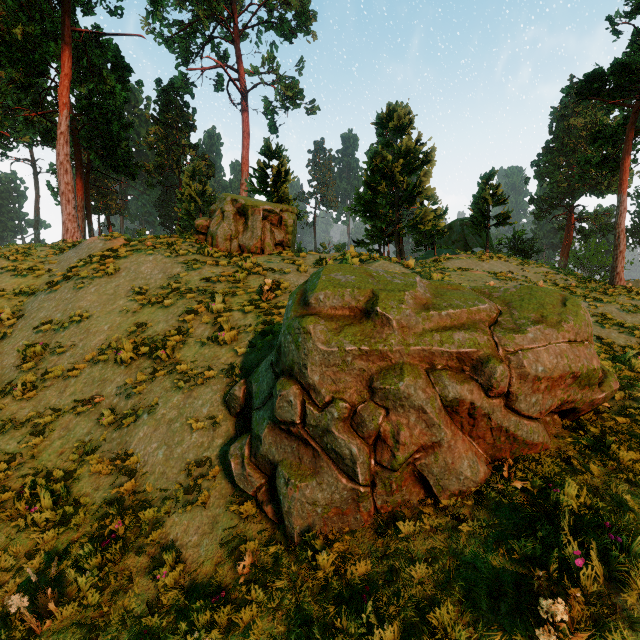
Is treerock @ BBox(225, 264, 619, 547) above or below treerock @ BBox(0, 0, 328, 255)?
below

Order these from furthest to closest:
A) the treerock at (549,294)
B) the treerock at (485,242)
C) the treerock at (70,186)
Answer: the treerock at (485,242) → the treerock at (70,186) → the treerock at (549,294)

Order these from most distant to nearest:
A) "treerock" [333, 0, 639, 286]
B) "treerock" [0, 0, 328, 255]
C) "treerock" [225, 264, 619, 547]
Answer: "treerock" [333, 0, 639, 286], "treerock" [0, 0, 328, 255], "treerock" [225, 264, 619, 547]

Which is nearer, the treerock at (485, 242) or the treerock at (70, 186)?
the treerock at (70, 186)

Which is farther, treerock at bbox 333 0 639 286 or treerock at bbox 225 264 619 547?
treerock at bbox 333 0 639 286

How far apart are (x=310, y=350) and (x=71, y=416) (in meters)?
6.56
